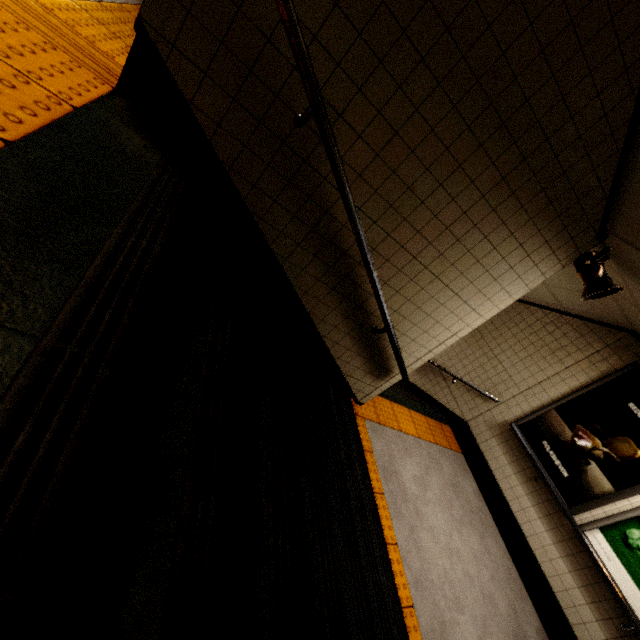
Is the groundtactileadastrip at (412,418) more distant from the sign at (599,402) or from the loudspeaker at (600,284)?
the loudspeaker at (600,284)

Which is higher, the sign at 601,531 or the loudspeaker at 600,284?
the loudspeaker at 600,284

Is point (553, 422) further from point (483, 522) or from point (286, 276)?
point (286, 276)

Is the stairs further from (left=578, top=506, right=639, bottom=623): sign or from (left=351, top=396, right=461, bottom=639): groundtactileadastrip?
(left=578, top=506, right=639, bottom=623): sign

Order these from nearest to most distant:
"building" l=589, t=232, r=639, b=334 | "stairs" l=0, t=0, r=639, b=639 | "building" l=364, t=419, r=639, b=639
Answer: "stairs" l=0, t=0, r=639, b=639 < "building" l=589, t=232, r=639, b=334 < "building" l=364, t=419, r=639, b=639

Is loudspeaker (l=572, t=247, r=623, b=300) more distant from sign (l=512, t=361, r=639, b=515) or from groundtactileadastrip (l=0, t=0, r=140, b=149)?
groundtactileadastrip (l=0, t=0, r=140, b=149)

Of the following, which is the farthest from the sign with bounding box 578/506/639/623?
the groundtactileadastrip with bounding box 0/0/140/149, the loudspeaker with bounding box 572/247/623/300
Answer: the groundtactileadastrip with bounding box 0/0/140/149
